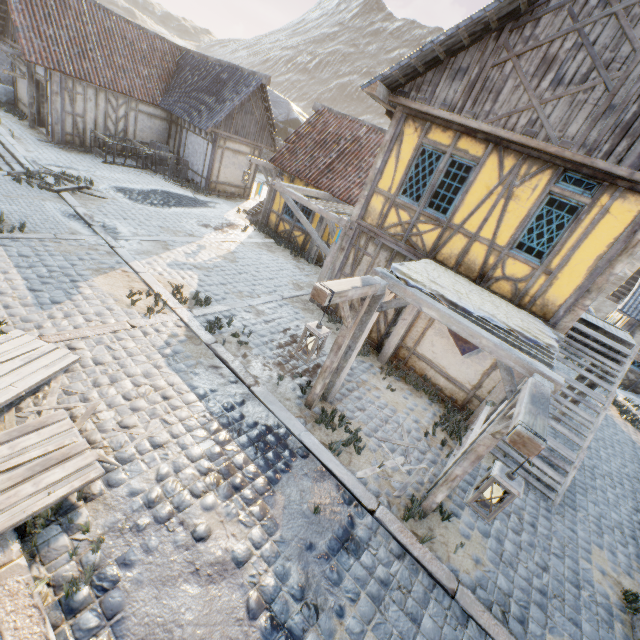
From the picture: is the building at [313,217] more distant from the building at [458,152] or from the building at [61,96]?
the building at [61,96]

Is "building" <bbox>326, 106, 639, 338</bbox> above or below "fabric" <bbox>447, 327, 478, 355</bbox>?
above

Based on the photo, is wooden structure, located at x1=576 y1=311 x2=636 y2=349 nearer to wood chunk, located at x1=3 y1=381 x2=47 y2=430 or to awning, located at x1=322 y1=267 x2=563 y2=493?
awning, located at x1=322 y1=267 x2=563 y2=493

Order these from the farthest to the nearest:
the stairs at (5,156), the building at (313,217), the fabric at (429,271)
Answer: the building at (313,217)
the stairs at (5,156)
the fabric at (429,271)

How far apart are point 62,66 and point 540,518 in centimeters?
2249cm

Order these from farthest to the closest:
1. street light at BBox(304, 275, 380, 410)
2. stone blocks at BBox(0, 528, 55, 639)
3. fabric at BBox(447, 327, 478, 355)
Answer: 1. fabric at BBox(447, 327, 478, 355)
2. street light at BBox(304, 275, 380, 410)
3. stone blocks at BBox(0, 528, 55, 639)

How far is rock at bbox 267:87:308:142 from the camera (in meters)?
31.83

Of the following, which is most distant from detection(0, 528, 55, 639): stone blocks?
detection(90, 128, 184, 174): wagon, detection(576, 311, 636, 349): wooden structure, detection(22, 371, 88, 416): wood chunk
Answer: detection(576, 311, 636, 349): wooden structure
